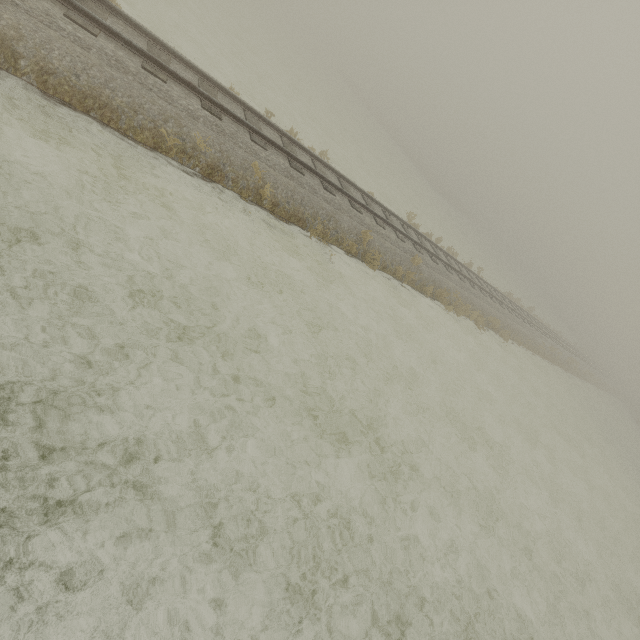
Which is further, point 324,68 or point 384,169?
point 324,68
